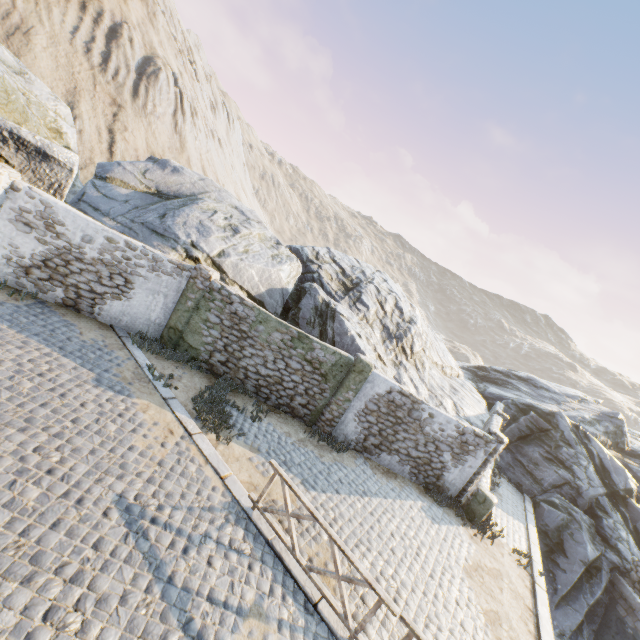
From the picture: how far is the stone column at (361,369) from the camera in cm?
1119

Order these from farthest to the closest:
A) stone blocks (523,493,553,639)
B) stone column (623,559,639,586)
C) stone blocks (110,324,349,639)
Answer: stone column (623,559,639,586) < stone blocks (523,493,553,639) < stone blocks (110,324,349,639)

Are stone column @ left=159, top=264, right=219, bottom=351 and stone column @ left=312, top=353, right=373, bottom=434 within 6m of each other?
yes

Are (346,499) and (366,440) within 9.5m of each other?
yes

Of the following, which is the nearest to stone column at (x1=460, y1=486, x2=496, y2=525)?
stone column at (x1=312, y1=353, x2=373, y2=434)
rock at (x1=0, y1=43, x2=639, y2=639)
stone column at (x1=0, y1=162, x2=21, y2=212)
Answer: rock at (x1=0, y1=43, x2=639, y2=639)

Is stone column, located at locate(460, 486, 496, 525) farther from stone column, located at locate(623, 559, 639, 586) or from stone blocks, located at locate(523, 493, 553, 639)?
stone column, located at locate(623, 559, 639, 586)

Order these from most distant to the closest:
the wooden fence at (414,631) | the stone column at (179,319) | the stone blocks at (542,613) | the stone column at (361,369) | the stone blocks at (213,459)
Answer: the stone column at (361,369) < the stone column at (179,319) < the stone blocks at (542,613) < the stone blocks at (213,459) < the wooden fence at (414,631)

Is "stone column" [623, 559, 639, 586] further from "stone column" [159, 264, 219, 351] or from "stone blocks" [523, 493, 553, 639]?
"stone column" [159, 264, 219, 351]
